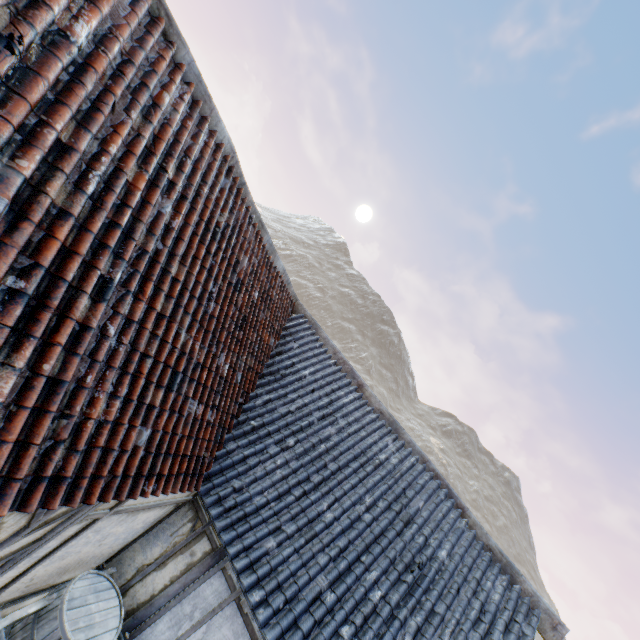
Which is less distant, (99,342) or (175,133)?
(99,342)

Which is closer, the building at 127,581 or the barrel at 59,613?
the building at 127,581

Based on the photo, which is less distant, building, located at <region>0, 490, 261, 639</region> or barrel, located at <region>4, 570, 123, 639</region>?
building, located at <region>0, 490, 261, 639</region>
